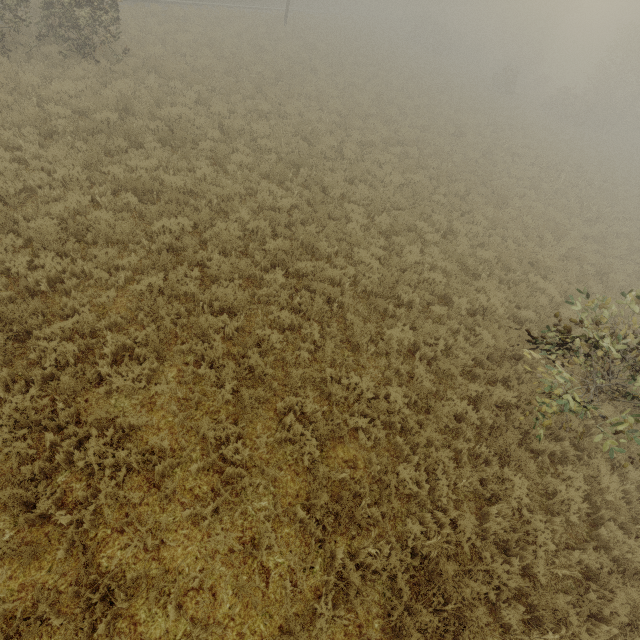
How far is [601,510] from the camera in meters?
Answer: 6.1
